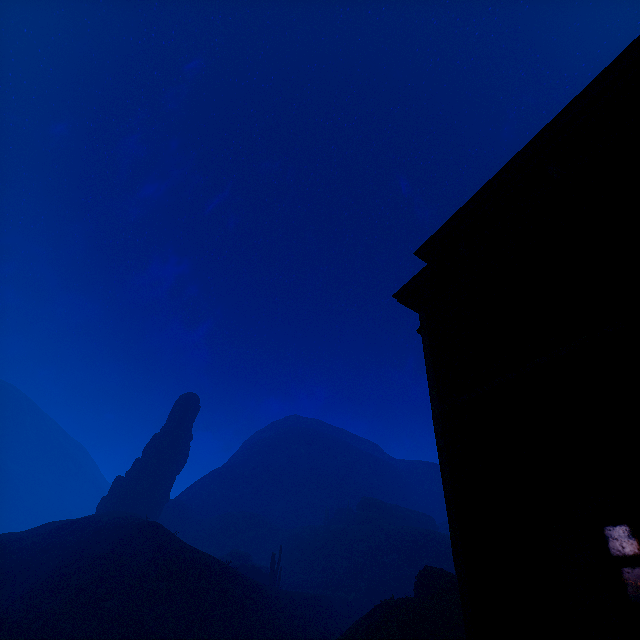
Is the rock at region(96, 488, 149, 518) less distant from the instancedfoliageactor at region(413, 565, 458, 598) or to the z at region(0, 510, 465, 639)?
the z at region(0, 510, 465, 639)

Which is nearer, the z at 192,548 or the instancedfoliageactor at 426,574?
the instancedfoliageactor at 426,574

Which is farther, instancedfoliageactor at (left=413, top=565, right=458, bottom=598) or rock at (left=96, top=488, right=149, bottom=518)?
rock at (left=96, top=488, right=149, bottom=518)

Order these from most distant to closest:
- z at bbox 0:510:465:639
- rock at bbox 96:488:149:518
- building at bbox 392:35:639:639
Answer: rock at bbox 96:488:149:518, z at bbox 0:510:465:639, building at bbox 392:35:639:639

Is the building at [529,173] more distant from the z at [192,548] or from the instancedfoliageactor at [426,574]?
the instancedfoliageactor at [426,574]

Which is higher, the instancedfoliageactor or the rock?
the rock

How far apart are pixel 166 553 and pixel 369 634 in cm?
2453

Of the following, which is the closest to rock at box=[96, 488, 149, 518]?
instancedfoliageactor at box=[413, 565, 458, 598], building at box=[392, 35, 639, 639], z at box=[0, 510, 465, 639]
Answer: z at box=[0, 510, 465, 639]
